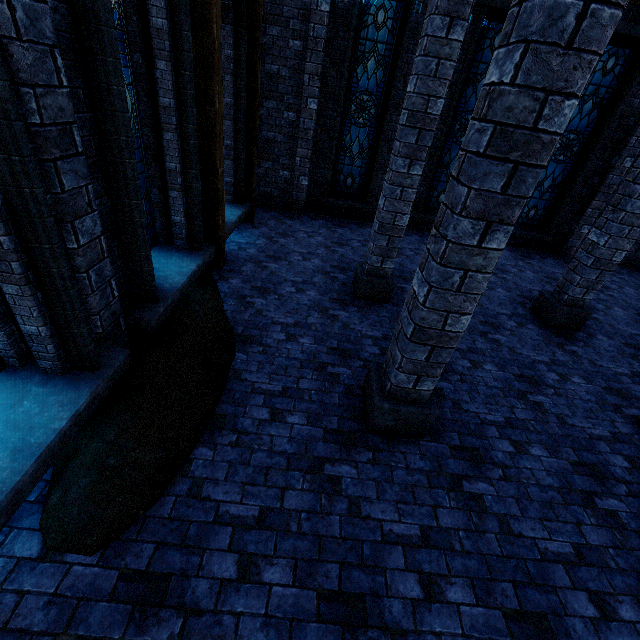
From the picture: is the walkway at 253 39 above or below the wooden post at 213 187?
above

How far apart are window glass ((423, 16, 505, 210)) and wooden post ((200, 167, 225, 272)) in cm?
674

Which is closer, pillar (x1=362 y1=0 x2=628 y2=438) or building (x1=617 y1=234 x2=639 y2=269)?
pillar (x1=362 y1=0 x2=628 y2=438)

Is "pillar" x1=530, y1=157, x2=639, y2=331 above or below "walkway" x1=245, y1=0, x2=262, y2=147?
below

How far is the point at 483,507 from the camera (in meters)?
3.25

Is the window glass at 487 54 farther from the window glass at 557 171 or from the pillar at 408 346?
the pillar at 408 346

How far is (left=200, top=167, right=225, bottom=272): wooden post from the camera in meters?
5.5

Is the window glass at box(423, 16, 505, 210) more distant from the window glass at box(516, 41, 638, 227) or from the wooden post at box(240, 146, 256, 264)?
the wooden post at box(240, 146, 256, 264)
